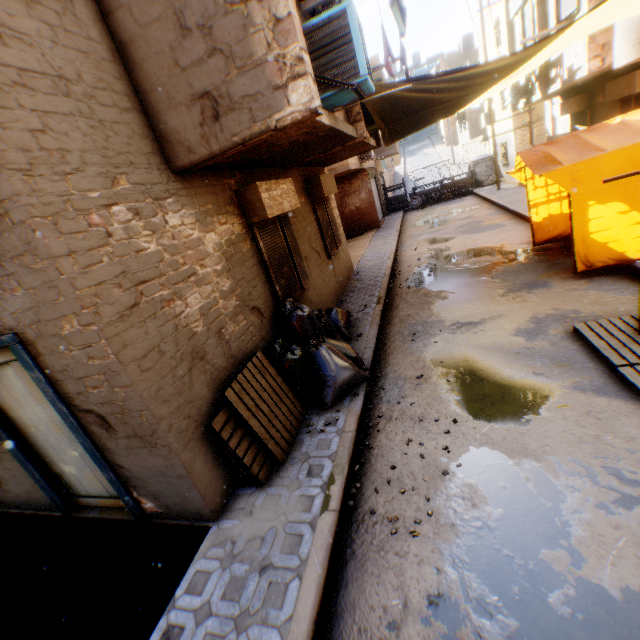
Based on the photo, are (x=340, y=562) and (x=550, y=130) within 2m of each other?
no

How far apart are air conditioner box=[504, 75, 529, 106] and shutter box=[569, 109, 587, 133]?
1.8m

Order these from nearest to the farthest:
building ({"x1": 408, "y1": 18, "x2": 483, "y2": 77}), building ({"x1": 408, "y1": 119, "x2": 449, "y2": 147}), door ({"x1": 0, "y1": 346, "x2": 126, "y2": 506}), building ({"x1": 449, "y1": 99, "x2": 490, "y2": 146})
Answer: door ({"x1": 0, "y1": 346, "x2": 126, "y2": 506}) → building ({"x1": 449, "y1": 99, "x2": 490, "y2": 146}) → building ({"x1": 408, "y1": 18, "x2": 483, "y2": 77}) → building ({"x1": 408, "y1": 119, "x2": 449, "y2": 147})

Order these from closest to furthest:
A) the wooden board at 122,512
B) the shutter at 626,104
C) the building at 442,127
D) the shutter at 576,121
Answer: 1. the wooden board at 122,512
2. the shutter at 626,104
3. the shutter at 576,121
4. the building at 442,127

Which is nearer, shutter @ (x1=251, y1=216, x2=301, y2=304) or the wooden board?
the wooden board

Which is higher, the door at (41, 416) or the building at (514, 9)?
the building at (514, 9)

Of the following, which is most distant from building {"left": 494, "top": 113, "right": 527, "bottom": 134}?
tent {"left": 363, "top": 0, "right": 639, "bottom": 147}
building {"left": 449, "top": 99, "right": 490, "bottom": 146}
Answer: building {"left": 449, "top": 99, "right": 490, "bottom": 146}

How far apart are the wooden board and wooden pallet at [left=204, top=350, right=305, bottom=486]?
1.47m
